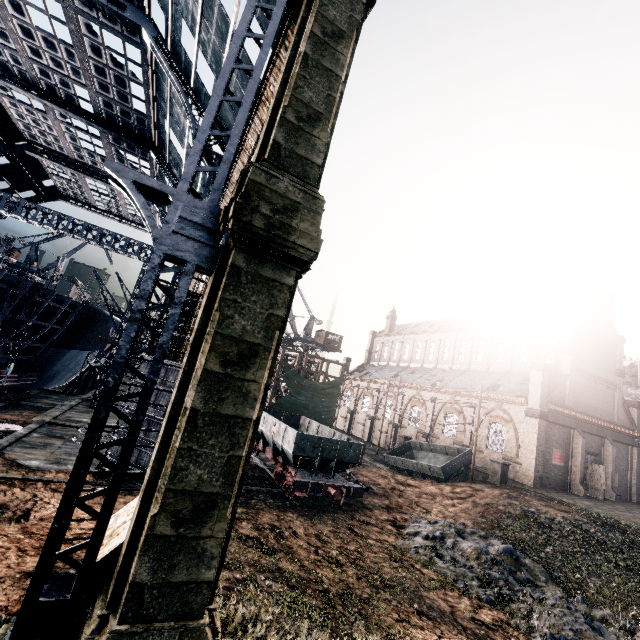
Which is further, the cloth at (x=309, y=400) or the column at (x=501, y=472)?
the cloth at (x=309, y=400)

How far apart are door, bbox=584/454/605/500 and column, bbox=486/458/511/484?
12.6m

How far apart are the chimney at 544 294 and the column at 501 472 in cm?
1921

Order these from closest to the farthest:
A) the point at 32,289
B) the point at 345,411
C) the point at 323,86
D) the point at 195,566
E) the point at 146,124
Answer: the point at 195,566 → the point at 323,86 → the point at 32,289 → the point at 146,124 → the point at 345,411

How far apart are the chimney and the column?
19.21m

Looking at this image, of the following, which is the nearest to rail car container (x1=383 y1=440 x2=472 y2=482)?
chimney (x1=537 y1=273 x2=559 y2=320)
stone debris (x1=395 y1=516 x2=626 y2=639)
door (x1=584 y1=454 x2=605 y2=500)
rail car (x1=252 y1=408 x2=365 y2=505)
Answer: stone debris (x1=395 y1=516 x2=626 y2=639)

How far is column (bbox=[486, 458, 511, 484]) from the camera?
26.69m

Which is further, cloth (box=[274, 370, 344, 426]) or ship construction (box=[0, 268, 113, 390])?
cloth (box=[274, 370, 344, 426])
